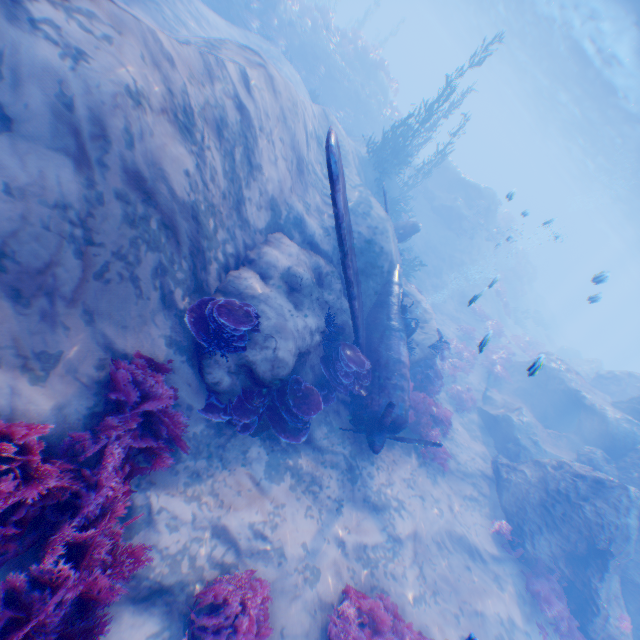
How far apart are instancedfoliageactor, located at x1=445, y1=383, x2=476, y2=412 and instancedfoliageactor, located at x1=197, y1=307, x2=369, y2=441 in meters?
9.9

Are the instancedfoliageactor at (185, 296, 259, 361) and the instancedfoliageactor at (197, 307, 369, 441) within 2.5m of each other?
yes

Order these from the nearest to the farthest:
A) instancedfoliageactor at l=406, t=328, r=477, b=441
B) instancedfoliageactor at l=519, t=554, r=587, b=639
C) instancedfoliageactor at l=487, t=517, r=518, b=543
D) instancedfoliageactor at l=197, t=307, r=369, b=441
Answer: instancedfoliageactor at l=197, t=307, r=369, b=441, instancedfoliageactor at l=519, t=554, r=587, b=639, instancedfoliageactor at l=487, t=517, r=518, b=543, instancedfoliageactor at l=406, t=328, r=477, b=441

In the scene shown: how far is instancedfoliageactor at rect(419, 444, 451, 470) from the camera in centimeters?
1058cm

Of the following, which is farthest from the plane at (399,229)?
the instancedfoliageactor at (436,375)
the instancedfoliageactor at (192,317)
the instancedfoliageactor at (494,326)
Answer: the instancedfoliageactor at (494,326)

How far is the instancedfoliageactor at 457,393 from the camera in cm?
1516

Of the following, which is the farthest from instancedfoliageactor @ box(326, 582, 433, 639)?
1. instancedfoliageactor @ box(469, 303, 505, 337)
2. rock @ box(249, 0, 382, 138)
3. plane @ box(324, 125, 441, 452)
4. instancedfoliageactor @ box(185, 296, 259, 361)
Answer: rock @ box(249, 0, 382, 138)

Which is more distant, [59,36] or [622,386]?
[622,386]
